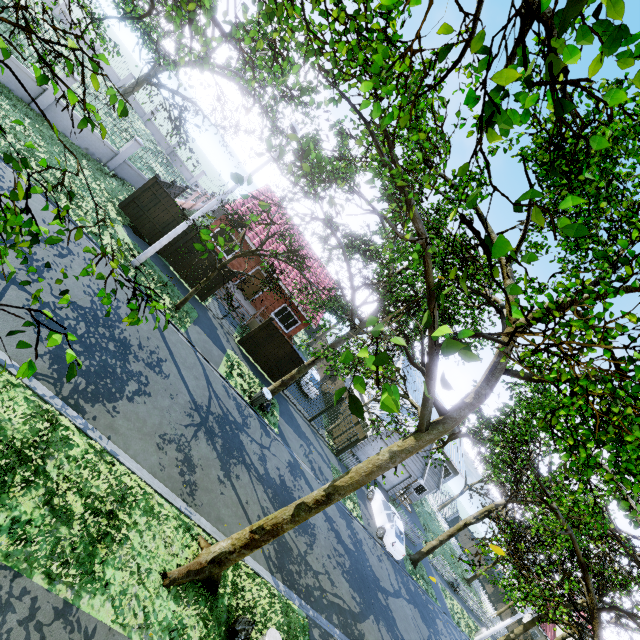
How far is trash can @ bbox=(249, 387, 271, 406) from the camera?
15.60m

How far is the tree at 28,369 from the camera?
2.1m

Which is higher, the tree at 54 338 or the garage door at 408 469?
the tree at 54 338

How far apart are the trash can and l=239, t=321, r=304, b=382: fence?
3.4m

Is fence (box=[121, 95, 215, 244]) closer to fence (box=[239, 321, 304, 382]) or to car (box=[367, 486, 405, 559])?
fence (box=[239, 321, 304, 382])

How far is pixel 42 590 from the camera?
4.9 meters

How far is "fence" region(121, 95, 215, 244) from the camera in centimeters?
1602cm

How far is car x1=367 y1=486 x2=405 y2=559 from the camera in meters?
19.2 m
